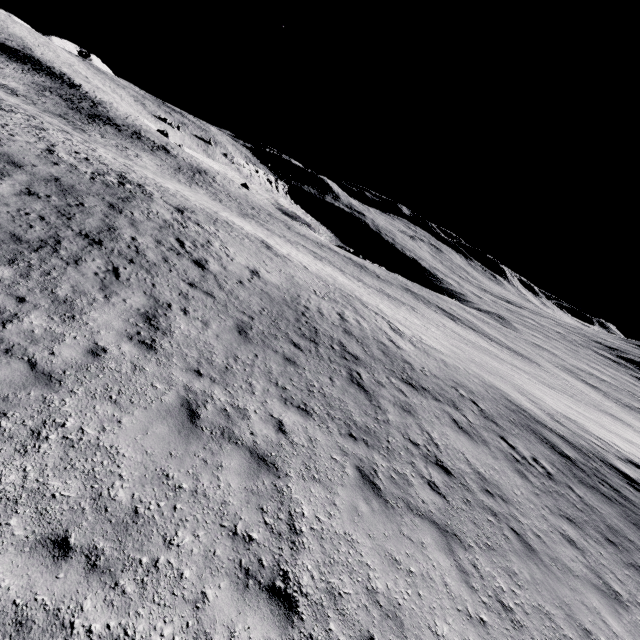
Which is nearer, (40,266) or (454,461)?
(40,266)
